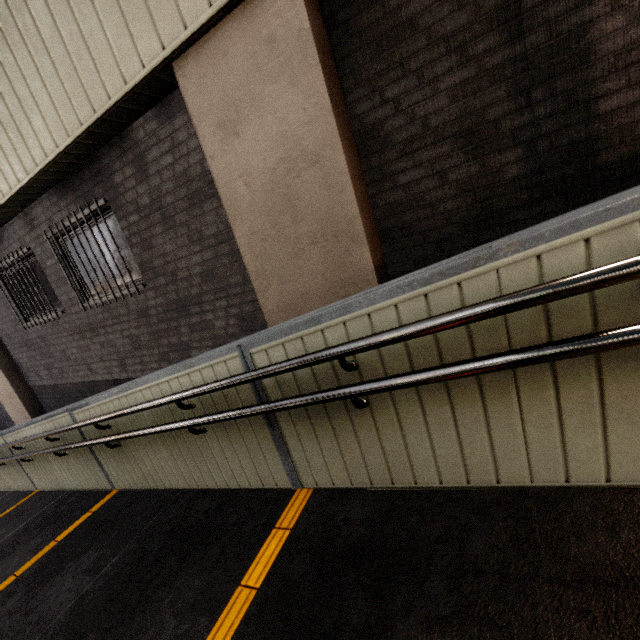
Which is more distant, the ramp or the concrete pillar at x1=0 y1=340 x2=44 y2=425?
the concrete pillar at x1=0 y1=340 x2=44 y2=425

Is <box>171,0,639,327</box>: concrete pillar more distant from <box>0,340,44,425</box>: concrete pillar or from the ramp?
<box>0,340,44,425</box>: concrete pillar

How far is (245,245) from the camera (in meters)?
3.25

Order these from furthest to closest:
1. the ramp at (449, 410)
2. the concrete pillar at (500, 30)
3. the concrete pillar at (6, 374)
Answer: the concrete pillar at (6, 374)
the concrete pillar at (500, 30)
the ramp at (449, 410)

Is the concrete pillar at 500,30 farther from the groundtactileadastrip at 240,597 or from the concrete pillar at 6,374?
the concrete pillar at 6,374

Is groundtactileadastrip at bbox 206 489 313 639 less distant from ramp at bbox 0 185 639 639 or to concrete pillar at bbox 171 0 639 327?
ramp at bbox 0 185 639 639

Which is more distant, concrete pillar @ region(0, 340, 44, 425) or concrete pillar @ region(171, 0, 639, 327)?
concrete pillar @ region(0, 340, 44, 425)
